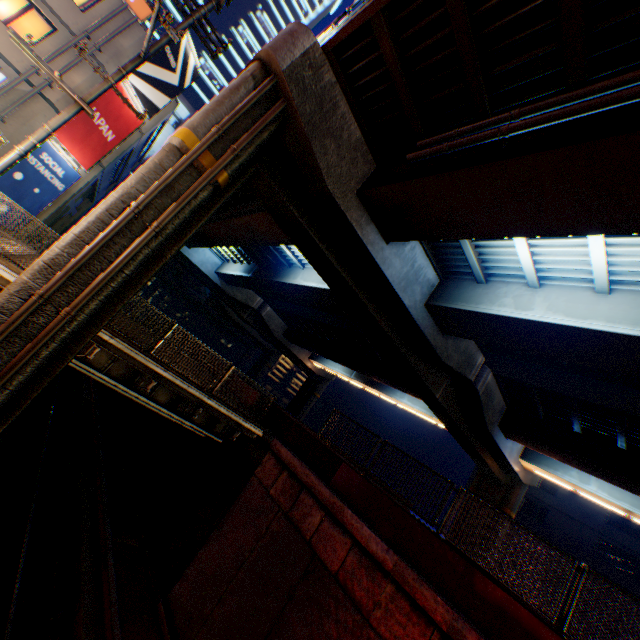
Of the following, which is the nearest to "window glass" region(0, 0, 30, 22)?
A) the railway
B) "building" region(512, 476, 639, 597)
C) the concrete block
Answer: the concrete block

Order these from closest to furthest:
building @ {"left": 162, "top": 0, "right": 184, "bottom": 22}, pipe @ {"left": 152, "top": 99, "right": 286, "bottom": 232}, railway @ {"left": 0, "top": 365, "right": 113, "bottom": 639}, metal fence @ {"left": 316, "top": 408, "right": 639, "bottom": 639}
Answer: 1. metal fence @ {"left": 316, "top": 408, "right": 639, "bottom": 639}
2. pipe @ {"left": 152, "top": 99, "right": 286, "bottom": 232}
3. railway @ {"left": 0, "top": 365, "right": 113, "bottom": 639}
4. building @ {"left": 162, "top": 0, "right": 184, "bottom": 22}

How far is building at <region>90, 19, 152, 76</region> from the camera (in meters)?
15.10

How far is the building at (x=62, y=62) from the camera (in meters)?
14.20

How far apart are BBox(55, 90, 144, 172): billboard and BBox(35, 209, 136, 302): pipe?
12.7m

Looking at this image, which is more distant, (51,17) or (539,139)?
(51,17)
